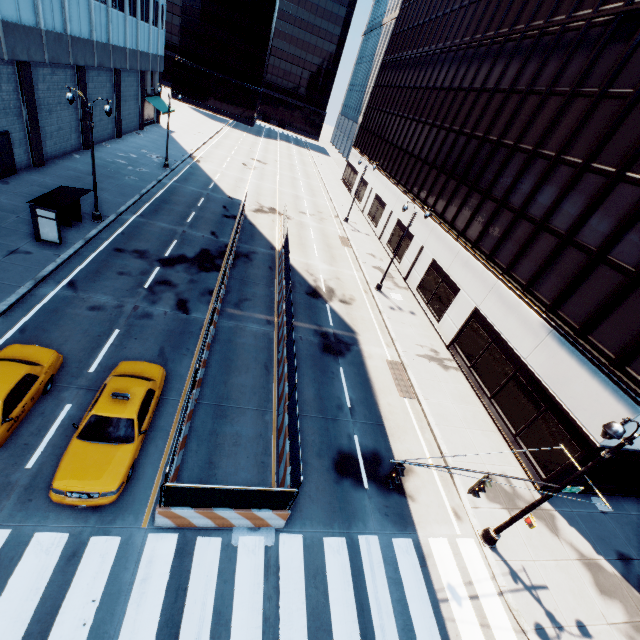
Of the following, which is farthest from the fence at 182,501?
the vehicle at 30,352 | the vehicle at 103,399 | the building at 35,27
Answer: the building at 35,27

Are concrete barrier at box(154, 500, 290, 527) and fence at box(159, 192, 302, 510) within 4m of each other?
yes

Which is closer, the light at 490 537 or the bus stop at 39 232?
the light at 490 537

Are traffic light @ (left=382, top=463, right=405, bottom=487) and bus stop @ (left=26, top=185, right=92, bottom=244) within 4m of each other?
no

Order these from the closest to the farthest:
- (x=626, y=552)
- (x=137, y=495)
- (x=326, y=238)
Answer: (x=137, y=495), (x=626, y=552), (x=326, y=238)

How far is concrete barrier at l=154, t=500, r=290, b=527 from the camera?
9.43m

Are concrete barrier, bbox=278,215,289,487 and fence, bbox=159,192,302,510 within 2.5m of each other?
yes

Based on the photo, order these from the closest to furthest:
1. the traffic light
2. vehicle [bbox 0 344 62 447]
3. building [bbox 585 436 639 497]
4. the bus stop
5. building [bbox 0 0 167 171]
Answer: the traffic light → vehicle [bbox 0 344 62 447] → building [bbox 585 436 639 497] → the bus stop → building [bbox 0 0 167 171]
